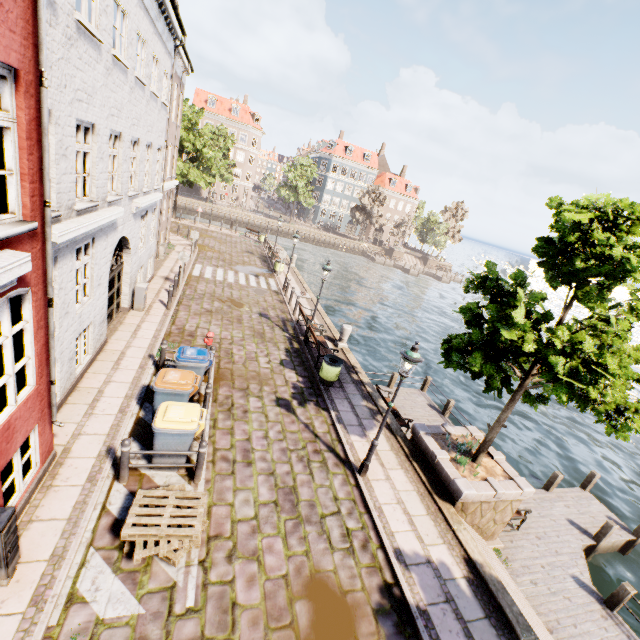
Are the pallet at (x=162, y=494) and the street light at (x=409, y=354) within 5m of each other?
yes

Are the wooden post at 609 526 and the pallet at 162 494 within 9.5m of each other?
no

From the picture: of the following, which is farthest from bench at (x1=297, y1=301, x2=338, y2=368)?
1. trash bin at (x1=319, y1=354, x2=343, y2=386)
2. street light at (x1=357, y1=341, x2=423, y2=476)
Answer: street light at (x1=357, y1=341, x2=423, y2=476)

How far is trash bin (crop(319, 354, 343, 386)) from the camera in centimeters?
1125cm

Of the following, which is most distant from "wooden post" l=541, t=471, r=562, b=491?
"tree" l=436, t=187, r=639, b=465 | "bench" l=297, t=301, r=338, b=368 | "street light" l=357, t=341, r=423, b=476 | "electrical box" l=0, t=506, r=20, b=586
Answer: "electrical box" l=0, t=506, r=20, b=586

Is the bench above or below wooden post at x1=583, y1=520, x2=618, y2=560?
above

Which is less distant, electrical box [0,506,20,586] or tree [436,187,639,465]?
electrical box [0,506,20,586]

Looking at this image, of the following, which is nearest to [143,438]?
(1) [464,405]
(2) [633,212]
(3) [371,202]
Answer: (2) [633,212]
